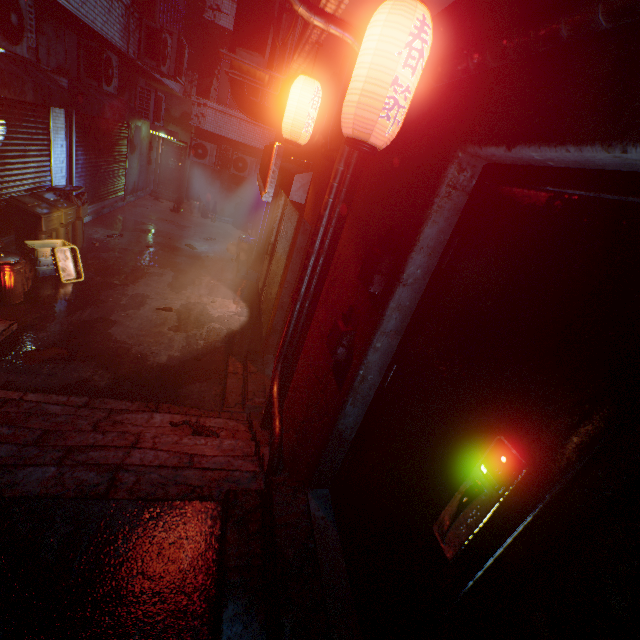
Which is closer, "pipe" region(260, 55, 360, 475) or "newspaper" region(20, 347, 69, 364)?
"pipe" region(260, 55, 360, 475)

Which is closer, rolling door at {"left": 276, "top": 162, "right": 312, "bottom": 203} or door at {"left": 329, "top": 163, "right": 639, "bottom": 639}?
door at {"left": 329, "top": 163, "right": 639, "bottom": 639}

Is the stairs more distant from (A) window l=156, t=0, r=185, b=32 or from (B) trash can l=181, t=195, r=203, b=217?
(B) trash can l=181, t=195, r=203, b=217

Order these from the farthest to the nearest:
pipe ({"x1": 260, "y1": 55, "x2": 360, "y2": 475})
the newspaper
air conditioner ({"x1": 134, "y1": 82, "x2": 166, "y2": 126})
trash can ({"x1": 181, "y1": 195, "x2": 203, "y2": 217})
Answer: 1. trash can ({"x1": 181, "y1": 195, "x2": 203, "y2": 217})
2. air conditioner ({"x1": 134, "y1": 82, "x2": 166, "y2": 126})
3. the newspaper
4. pipe ({"x1": 260, "y1": 55, "x2": 360, "y2": 475})

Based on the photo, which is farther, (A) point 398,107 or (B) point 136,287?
(B) point 136,287

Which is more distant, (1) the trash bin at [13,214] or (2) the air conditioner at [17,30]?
(1) the trash bin at [13,214]

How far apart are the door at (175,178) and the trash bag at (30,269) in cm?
983

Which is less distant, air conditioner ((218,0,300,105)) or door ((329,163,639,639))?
door ((329,163,639,639))
